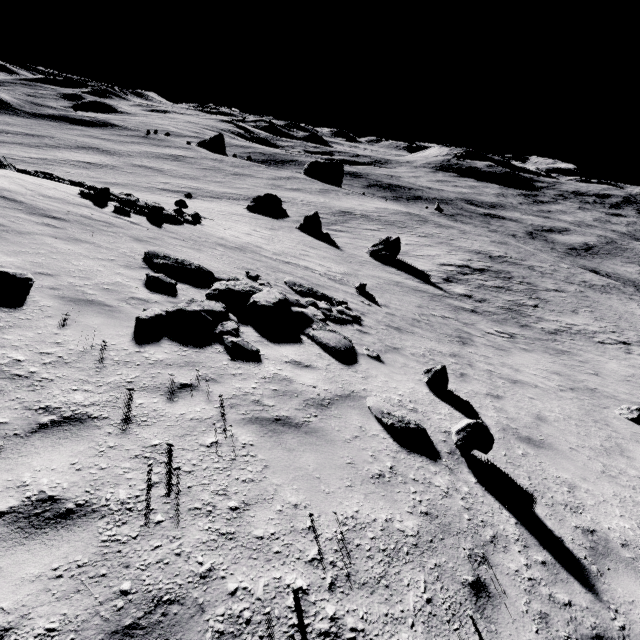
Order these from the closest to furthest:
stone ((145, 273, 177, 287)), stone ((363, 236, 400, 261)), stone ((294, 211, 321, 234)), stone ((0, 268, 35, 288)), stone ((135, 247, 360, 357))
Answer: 1. stone ((0, 268, 35, 288))
2. stone ((135, 247, 360, 357))
3. stone ((145, 273, 177, 287))
4. stone ((363, 236, 400, 261))
5. stone ((294, 211, 321, 234))

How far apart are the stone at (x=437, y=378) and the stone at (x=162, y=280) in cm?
635

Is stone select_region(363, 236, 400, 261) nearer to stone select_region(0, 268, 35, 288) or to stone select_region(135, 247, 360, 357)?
stone select_region(135, 247, 360, 357)

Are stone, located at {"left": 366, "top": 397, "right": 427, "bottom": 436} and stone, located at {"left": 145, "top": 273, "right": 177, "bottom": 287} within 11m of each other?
yes

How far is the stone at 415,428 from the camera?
5.29m

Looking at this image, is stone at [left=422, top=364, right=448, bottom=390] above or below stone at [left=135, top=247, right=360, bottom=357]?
below

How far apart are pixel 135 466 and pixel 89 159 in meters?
72.6

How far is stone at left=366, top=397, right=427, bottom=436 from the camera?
5.3 meters
